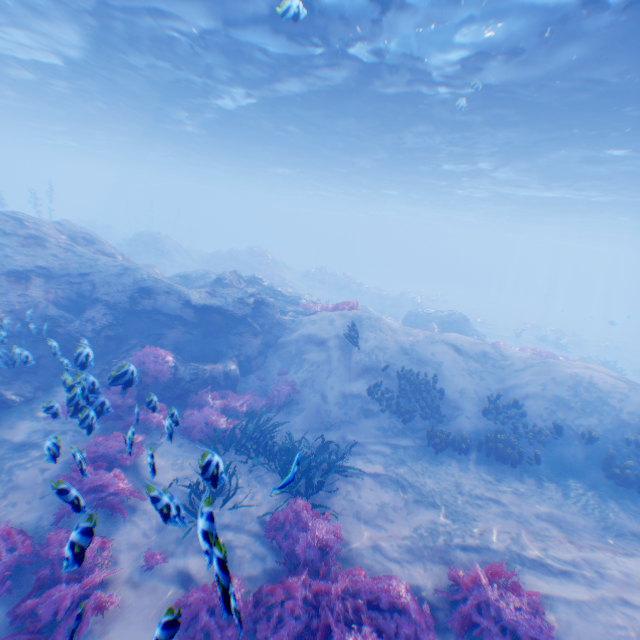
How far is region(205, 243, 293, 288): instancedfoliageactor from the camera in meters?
31.9

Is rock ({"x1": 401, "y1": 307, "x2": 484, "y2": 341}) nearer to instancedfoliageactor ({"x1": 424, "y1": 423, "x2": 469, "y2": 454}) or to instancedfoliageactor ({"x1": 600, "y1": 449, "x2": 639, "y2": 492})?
instancedfoliageactor ({"x1": 424, "y1": 423, "x2": 469, "y2": 454})

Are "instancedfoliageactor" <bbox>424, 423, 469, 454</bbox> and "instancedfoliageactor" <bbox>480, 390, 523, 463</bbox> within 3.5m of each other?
yes

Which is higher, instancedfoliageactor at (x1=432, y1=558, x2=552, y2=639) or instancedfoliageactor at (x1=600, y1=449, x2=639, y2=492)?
instancedfoliageactor at (x1=600, y1=449, x2=639, y2=492)

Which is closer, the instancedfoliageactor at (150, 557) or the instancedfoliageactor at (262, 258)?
the instancedfoliageactor at (150, 557)

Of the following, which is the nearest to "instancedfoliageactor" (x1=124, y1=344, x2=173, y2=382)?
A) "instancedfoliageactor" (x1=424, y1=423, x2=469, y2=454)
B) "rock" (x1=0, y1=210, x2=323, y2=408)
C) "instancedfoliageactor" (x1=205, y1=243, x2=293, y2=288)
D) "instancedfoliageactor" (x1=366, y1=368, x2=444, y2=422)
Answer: "rock" (x1=0, y1=210, x2=323, y2=408)

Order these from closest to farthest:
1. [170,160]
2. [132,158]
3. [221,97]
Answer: [221,97]
[170,160]
[132,158]

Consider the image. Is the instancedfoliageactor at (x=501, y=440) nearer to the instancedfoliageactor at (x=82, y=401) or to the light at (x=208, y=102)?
the instancedfoliageactor at (x=82, y=401)
